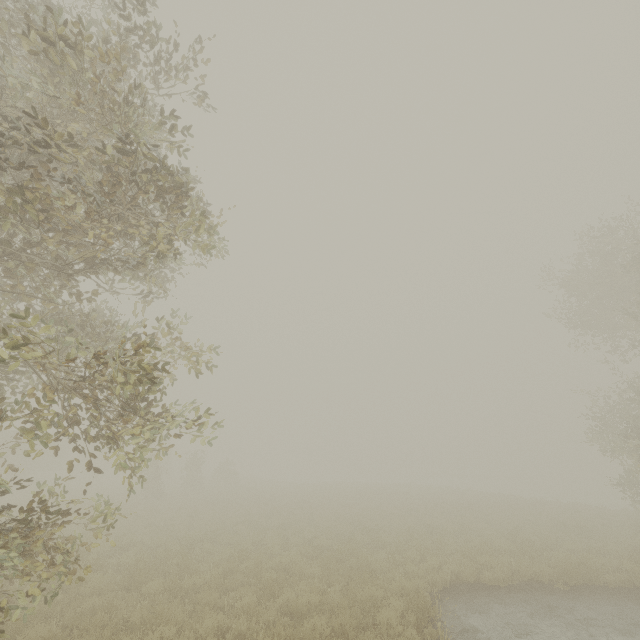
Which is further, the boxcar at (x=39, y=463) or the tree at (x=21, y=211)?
the boxcar at (x=39, y=463)

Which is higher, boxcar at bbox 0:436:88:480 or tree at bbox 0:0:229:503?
tree at bbox 0:0:229:503

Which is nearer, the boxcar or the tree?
the tree

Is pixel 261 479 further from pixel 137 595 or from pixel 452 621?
pixel 452 621

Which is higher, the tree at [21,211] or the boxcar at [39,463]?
the tree at [21,211]
